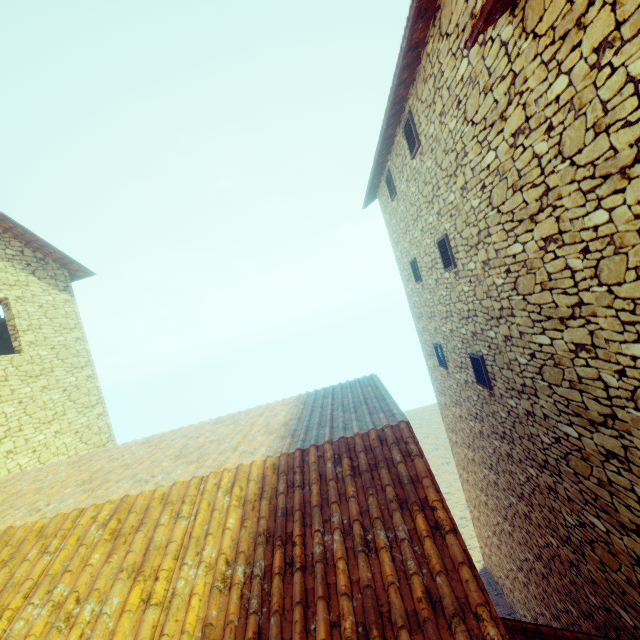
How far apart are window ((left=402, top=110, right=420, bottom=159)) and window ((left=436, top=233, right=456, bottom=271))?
1.8 meters

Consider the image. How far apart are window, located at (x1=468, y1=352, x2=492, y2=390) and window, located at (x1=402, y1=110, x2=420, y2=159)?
4.28m

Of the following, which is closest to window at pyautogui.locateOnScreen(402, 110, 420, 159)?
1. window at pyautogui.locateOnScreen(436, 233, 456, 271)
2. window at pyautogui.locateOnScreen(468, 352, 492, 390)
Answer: window at pyautogui.locateOnScreen(436, 233, 456, 271)

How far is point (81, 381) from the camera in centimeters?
981cm

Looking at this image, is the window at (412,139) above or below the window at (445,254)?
above

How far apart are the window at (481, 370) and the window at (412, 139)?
4.3 meters

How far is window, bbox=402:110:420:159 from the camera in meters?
6.3
